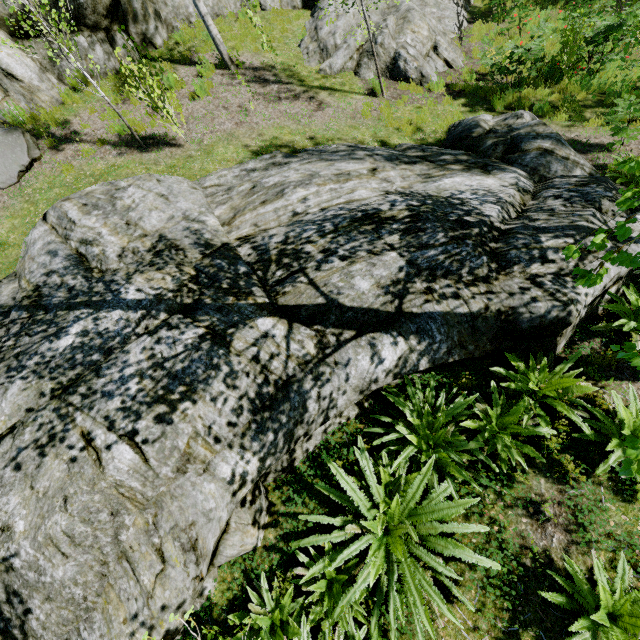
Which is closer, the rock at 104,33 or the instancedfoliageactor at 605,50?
the instancedfoliageactor at 605,50

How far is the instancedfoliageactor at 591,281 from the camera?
1.3 meters

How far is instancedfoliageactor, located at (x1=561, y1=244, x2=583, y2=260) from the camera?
1.54m

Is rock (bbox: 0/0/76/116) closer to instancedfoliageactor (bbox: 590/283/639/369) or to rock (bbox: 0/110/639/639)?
instancedfoliageactor (bbox: 590/283/639/369)

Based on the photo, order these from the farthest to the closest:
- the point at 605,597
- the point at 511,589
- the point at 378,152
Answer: the point at 378,152 < the point at 511,589 < the point at 605,597

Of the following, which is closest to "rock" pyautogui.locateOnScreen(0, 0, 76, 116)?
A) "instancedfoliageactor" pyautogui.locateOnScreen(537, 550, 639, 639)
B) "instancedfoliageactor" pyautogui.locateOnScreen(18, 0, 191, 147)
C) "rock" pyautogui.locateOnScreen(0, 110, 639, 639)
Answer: "instancedfoliageactor" pyautogui.locateOnScreen(18, 0, 191, 147)

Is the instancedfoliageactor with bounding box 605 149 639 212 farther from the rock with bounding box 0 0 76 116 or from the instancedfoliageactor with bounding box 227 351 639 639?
the instancedfoliageactor with bounding box 227 351 639 639
